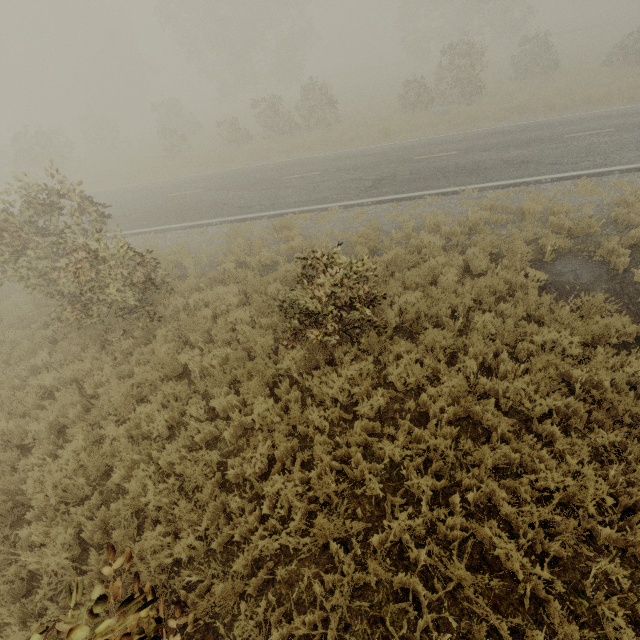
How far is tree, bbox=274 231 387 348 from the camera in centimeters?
536cm

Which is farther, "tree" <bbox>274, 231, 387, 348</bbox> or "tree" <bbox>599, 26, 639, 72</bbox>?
"tree" <bbox>599, 26, 639, 72</bbox>

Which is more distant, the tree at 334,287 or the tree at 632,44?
the tree at 632,44

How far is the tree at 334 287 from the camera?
5.4 meters

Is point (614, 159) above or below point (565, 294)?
above
